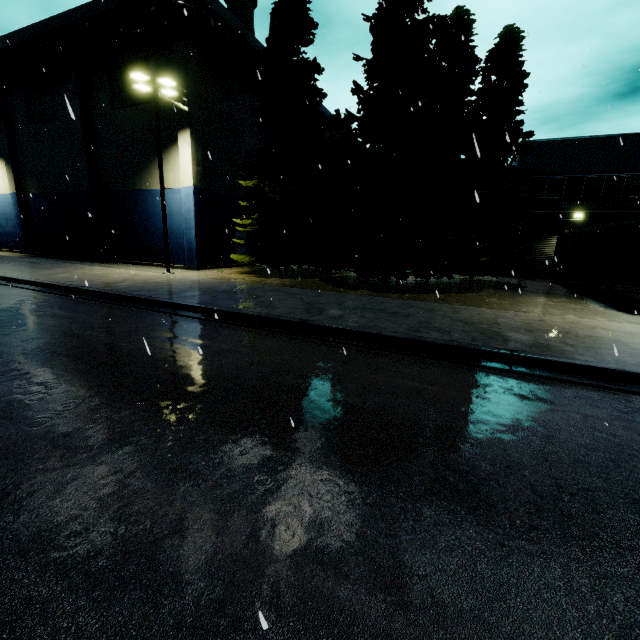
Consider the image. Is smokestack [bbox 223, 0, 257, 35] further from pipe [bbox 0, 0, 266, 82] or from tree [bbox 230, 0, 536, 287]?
pipe [bbox 0, 0, 266, 82]

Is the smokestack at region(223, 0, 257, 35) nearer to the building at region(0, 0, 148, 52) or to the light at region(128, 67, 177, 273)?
the building at region(0, 0, 148, 52)

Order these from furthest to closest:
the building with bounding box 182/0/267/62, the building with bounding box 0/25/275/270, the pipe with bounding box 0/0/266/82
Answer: the building with bounding box 0/25/275/270 < the building with bounding box 182/0/267/62 < the pipe with bounding box 0/0/266/82

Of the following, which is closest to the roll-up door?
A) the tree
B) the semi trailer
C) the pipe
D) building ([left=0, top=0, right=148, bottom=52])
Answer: building ([left=0, top=0, right=148, bottom=52])

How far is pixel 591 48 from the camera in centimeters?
1091cm

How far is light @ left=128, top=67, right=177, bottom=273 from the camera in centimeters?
1592cm

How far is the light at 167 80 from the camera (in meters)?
15.92

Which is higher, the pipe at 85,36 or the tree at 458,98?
the pipe at 85,36
